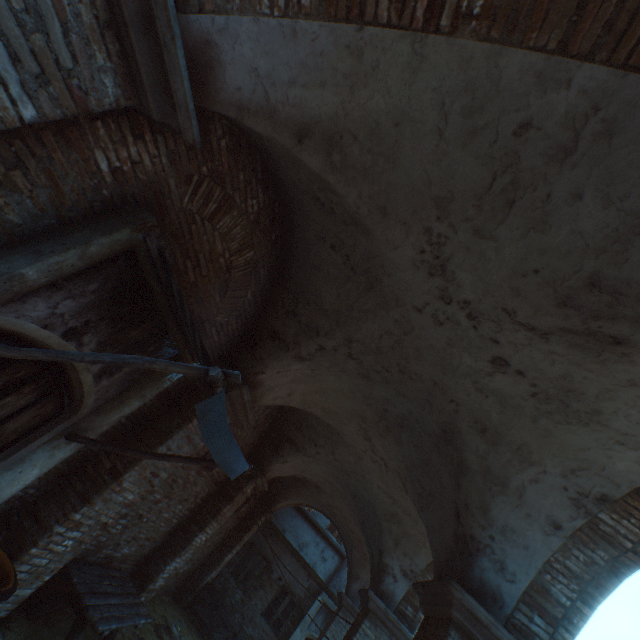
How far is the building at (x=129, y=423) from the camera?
4.53m

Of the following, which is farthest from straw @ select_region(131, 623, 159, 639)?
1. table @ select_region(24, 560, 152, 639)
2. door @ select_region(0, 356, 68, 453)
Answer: door @ select_region(0, 356, 68, 453)

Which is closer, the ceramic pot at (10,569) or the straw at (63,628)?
the ceramic pot at (10,569)

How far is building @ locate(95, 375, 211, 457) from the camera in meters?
4.5 m

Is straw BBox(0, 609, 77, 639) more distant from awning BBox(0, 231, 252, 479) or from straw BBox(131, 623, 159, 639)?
awning BBox(0, 231, 252, 479)

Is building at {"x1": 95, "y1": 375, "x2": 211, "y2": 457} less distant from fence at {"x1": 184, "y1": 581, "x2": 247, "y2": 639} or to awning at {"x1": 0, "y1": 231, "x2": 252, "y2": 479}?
awning at {"x1": 0, "y1": 231, "x2": 252, "y2": 479}

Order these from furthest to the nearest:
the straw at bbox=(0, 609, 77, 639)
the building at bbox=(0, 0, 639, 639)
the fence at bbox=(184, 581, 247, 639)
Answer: the fence at bbox=(184, 581, 247, 639) → the straw at bbox=(0, 609, 77, 639) → the building at bbox=(0, 0, 639, 639)

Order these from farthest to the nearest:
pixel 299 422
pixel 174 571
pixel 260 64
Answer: pixel 299 422 → pixel 174 571 → pixel 260 64
